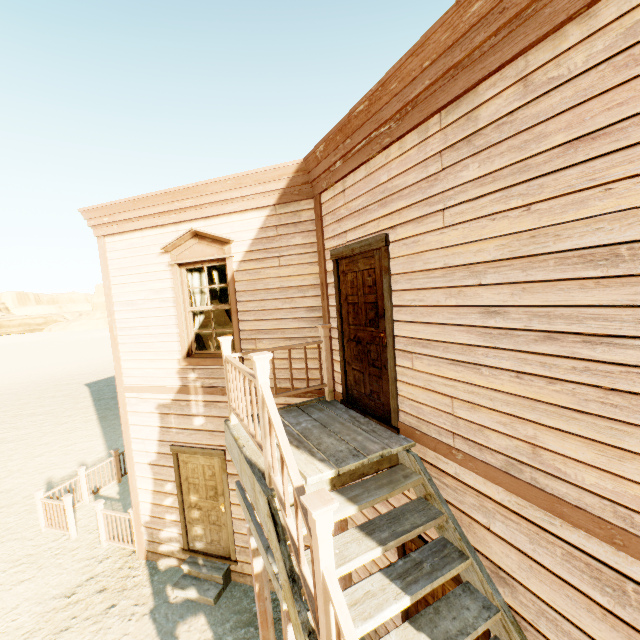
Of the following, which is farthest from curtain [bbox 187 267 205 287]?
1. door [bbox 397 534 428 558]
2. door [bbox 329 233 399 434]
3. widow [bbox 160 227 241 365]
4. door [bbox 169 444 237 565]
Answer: door [bbox 397 534 428 558]

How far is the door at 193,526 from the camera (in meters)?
5.82

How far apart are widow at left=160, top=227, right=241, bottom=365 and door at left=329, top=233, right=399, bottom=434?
1.75m

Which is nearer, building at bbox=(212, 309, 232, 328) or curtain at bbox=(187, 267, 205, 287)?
curtain at bbox=(187, 267, 205, 287)

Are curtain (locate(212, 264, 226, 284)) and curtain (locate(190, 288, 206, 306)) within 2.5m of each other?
yes

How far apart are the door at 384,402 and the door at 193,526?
2.56m

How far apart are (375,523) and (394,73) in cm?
392

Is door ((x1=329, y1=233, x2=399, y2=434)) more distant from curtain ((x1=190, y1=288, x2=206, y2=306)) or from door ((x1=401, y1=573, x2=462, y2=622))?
curtain ((x1=190, y1=288, x2=206, y2=306))
